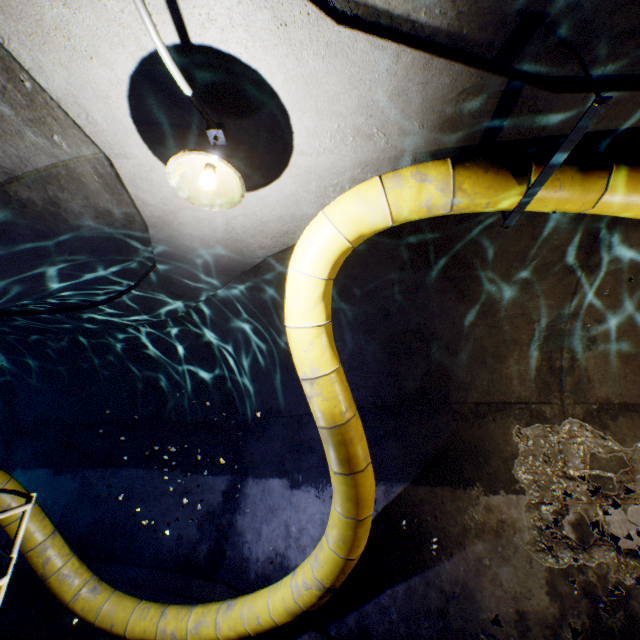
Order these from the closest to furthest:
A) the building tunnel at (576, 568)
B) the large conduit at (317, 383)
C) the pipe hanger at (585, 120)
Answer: the pipe hanger at (585, 120), the large conduit at (317, 383), the building tunnel at (576, 568)

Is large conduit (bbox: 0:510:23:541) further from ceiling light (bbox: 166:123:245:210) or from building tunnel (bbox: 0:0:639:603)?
ceiling light (bbox: 166:123:245:210)

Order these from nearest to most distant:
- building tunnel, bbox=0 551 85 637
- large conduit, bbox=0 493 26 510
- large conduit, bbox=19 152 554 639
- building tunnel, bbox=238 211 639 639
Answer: large conduit, bbox=19 152 554 639 → building tunnel, bbox=238 211 639 639 → large conduit, bbox=0 493 26 510 → building tunnel, bbox=0 551 85 637

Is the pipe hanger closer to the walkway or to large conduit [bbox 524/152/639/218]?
large conduit [bbox 524/152/639/218]

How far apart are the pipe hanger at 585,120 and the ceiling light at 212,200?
2.0m

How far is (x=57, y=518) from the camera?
6.66m

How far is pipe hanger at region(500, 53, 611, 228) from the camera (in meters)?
1.74
